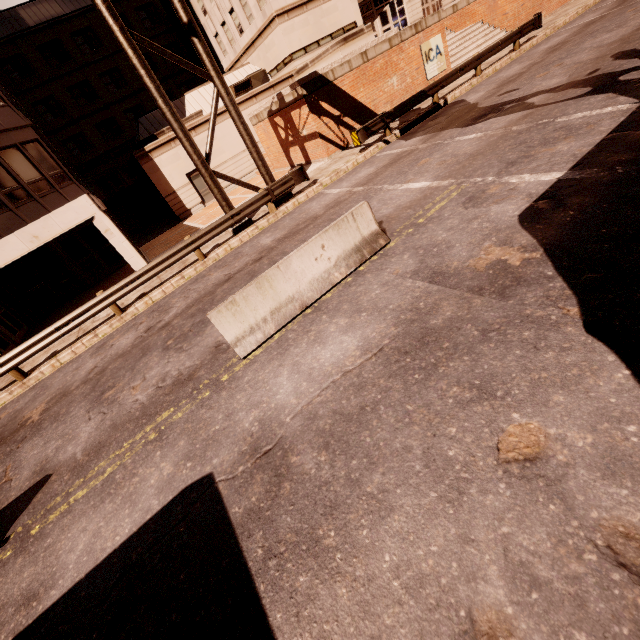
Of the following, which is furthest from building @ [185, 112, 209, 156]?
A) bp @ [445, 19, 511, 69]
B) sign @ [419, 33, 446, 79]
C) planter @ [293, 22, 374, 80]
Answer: sign @ [419, 33, 446, 79]

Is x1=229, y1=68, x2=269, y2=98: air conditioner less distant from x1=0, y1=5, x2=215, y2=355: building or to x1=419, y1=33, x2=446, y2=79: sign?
x1=0, y1=5, x2=215, y2=355: building

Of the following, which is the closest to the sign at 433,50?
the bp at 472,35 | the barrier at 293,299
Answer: the bp at 472,35

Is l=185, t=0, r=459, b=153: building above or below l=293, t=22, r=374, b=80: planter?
above

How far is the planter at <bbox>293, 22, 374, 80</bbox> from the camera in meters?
16.8 m

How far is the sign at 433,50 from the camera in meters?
18.2

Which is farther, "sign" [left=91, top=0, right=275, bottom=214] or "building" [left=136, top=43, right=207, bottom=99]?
"building" [left=136, top=43, right=207, bottom=99]

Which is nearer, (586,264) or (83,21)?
(586,264)
